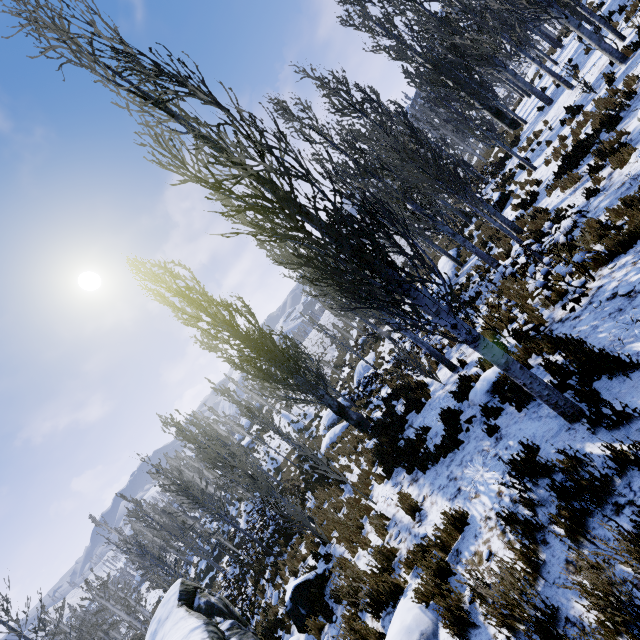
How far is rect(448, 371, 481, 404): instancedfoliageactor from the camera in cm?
759

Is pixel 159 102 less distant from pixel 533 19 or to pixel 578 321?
pixel 578 321

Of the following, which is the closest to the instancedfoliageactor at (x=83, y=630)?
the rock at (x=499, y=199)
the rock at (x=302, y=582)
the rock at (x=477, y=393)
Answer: the rock at (x=302, y=582)

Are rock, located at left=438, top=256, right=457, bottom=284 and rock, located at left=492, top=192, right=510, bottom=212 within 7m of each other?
Answer: yes

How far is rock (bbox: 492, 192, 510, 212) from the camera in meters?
16.3

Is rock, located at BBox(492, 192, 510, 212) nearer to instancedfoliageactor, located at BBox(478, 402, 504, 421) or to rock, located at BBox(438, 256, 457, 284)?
instancedfoliageactor, located at BBox(478, 402, 504, 421)

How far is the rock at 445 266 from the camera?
18.7 meters
